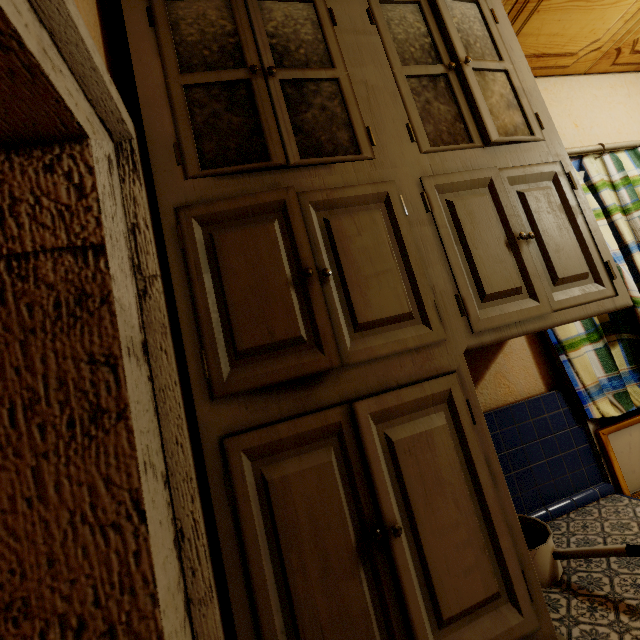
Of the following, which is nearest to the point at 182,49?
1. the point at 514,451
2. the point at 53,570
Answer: the point at 53,570

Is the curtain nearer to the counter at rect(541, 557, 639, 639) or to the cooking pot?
the counter at rect(541, 557, 639, 639)

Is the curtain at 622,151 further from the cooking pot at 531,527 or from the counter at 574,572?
the cooking pot at 531,527

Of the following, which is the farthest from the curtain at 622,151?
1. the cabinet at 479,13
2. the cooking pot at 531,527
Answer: the cooking pot at 531,527

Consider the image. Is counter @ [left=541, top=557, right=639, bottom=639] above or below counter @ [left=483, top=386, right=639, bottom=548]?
below

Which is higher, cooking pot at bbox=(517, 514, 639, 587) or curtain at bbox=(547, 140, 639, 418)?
curtain at bbox=(547, 140, 639, 418)

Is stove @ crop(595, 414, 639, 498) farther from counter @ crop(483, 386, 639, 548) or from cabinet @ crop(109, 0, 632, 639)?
cabinet @ crop(109, 0, 632, 639)
